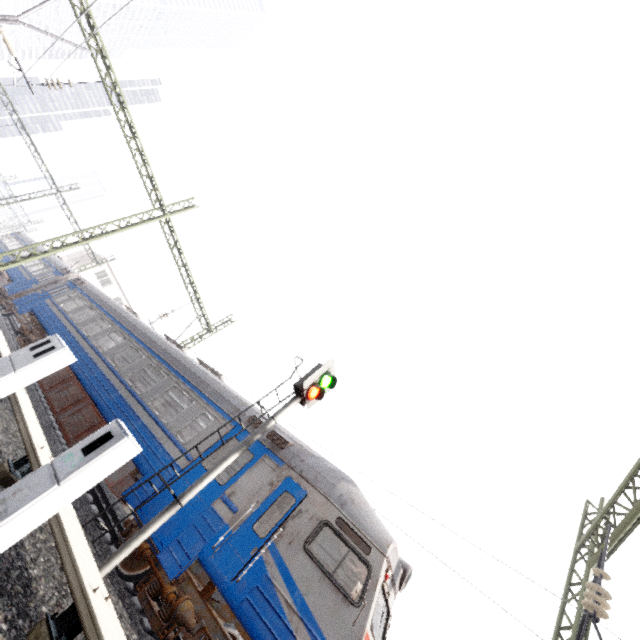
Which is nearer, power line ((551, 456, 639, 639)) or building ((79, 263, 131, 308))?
power line ((551, 456, 639, 639))

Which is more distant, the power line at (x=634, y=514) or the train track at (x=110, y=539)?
the train track at (x=110, y=539)

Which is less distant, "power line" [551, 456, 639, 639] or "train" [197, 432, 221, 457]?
"power line" [551, 456, 639, 639]

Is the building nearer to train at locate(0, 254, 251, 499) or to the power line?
train at locate(0, 254, 251, 499)

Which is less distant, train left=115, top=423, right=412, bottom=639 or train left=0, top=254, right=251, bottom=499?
train left=115, top=423, right=412, bottom=639

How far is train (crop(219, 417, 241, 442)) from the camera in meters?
8.3 m

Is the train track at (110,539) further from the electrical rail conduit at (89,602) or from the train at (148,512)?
the electrical rail conduit at (89,602)

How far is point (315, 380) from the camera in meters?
8.1 m
